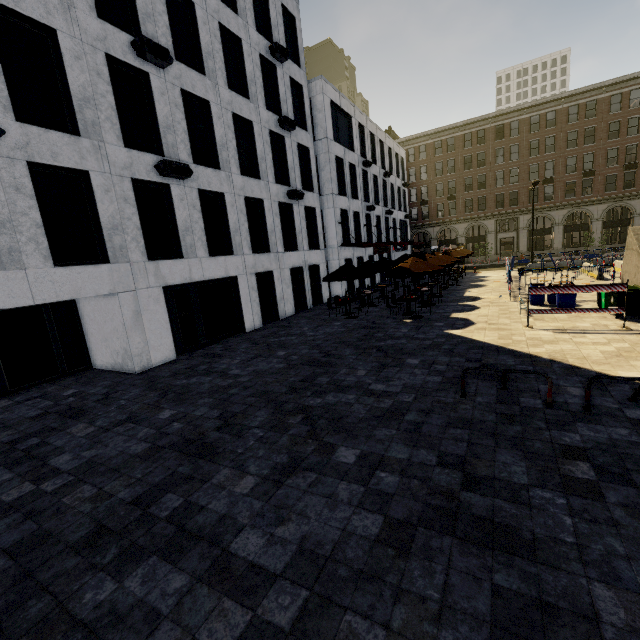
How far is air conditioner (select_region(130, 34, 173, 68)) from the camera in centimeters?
1107cm

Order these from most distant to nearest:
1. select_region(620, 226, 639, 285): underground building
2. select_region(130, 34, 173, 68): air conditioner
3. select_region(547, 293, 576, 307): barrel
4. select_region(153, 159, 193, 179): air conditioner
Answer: select_region(547, 293, 576, 307): barrel
select_region(620, 226, 639, 285): underground building
select_region(153, 159, 193, 179): air conditioner
select_region(130, 34, 173, 68): air conditioner

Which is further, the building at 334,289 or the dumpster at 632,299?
the building at 334,289

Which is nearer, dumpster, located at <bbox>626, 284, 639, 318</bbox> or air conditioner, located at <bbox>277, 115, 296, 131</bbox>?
dumpster, located at <bbox>626, 284, 639, 318</bbox>

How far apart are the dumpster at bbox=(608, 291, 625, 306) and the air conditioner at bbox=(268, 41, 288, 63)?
19.9 meters

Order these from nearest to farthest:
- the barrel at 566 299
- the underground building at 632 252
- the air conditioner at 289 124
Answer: the underground building at 632 252
the barrel at 566 299
the air conditioner at 289 124

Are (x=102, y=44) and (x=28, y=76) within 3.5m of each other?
yes

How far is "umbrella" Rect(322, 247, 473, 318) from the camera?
14.41m
